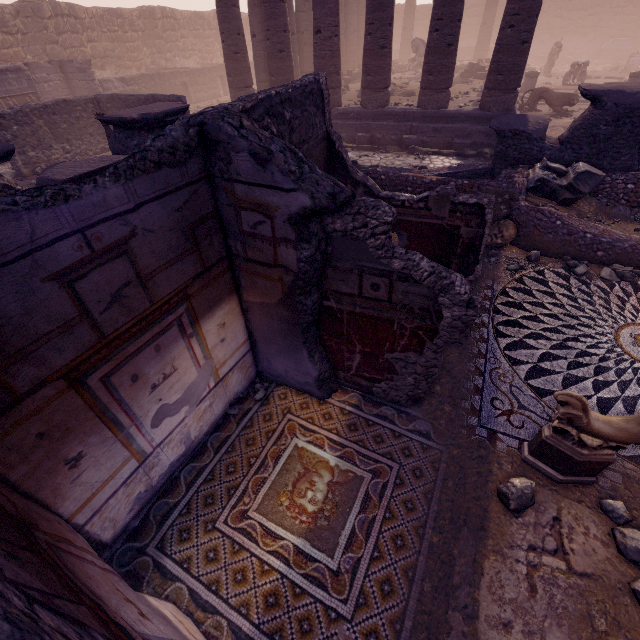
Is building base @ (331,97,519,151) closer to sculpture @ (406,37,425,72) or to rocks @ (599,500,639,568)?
sculpture @ (406,37,425,72)

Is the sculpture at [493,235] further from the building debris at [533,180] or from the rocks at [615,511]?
the rocks at [615,511]

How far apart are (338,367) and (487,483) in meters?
1.9 m

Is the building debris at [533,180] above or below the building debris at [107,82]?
below

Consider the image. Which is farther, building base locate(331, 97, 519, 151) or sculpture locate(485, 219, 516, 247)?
building base locate(331, 97, 519, 151)

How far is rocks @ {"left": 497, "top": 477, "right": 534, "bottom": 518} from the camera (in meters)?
2.82

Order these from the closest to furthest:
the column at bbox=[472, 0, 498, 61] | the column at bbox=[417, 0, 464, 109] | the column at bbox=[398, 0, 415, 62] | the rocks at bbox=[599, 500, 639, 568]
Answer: the rocks at bbox=[599, 500, 639, 568] → the column at bbox=[417, 0, 464, 109] → the column at bbox=[472, 0, 498, 61] → the column at bbox=[398, 0, 415, 62]

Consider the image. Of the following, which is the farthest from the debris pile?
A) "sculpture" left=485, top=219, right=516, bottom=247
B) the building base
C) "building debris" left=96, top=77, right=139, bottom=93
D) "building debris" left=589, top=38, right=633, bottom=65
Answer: "building debris" left=589, top=38, right=633, bottom=65
